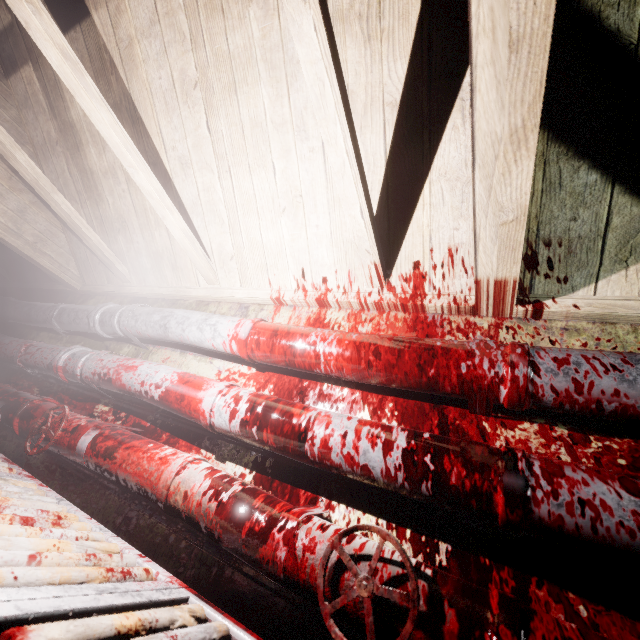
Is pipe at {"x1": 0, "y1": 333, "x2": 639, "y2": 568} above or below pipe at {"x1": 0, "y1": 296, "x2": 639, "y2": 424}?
below

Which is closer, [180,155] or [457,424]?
[457,424]

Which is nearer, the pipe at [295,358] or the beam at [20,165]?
the pipe at [295,358]

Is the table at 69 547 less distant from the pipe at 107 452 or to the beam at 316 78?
the pipe at 107 452

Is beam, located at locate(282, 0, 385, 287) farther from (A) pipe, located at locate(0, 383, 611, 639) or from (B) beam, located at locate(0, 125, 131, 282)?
(A) pipe, located at locate(0, 383, 611, 639)

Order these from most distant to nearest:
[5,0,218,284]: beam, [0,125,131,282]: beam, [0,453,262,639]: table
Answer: [0,125,131,282]: beam
[5,0,218,284]: beam
[0,453,262,639]: table

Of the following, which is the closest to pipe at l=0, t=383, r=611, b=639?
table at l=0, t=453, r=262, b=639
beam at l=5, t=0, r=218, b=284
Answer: table at l=0, t=453, r=262, b=639

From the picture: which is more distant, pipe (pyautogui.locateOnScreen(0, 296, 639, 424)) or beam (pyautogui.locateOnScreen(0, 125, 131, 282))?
beam (pyautogui.locateOnScreen(0, 125, 131, 282))
